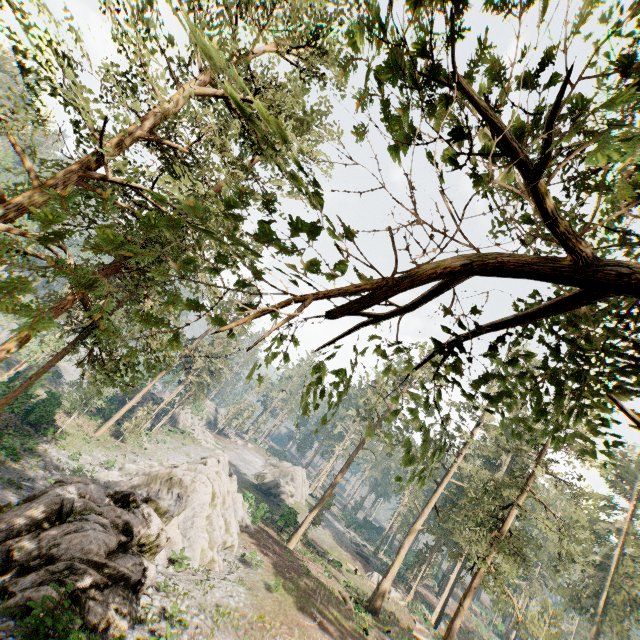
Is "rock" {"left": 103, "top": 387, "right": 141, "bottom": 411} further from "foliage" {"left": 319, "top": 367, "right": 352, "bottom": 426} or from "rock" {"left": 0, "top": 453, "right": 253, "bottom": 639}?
"rock" {"left": 0, "top": 453, "right": 253, "bottom": 639}

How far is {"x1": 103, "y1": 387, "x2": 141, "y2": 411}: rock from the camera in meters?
45.8

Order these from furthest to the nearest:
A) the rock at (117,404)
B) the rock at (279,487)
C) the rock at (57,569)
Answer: the rock at (279,487), the rock at (117,404), the rock at (57,569)

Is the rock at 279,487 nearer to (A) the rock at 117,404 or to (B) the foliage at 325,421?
(B) the foliage at 325,421

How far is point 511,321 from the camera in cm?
337

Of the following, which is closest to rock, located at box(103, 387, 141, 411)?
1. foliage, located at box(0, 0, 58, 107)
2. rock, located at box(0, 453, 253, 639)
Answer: foliage, located at box(0, 0, 58, 107)
